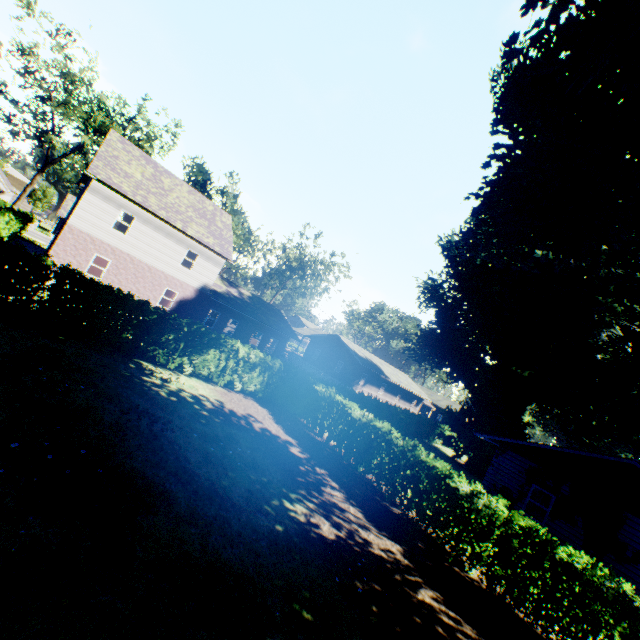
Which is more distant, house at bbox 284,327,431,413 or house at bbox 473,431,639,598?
house at bbox 284,327,431,413

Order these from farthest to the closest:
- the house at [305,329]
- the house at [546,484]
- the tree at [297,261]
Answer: the tree at [297,261]
the house at [305,329]
the house at [546,484]

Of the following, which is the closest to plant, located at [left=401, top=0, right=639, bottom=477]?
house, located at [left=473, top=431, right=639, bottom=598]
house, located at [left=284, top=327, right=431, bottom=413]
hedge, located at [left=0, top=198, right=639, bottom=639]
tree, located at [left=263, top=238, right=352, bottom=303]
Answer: house, located at [left=473, top=431, right=639, bottom=598]

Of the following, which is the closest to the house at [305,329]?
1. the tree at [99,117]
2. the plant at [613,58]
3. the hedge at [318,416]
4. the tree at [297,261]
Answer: the plant at [613,58]

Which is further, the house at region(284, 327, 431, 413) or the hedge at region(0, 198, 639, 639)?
the house at region(284, 327, 431, 413)

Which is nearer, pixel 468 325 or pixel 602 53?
pixel 602 53

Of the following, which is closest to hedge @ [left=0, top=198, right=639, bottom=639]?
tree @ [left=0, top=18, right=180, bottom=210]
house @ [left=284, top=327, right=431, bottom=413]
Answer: tree @ [left=0, top=18, right=180, bottom=210]

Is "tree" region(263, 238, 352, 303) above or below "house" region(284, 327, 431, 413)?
above
